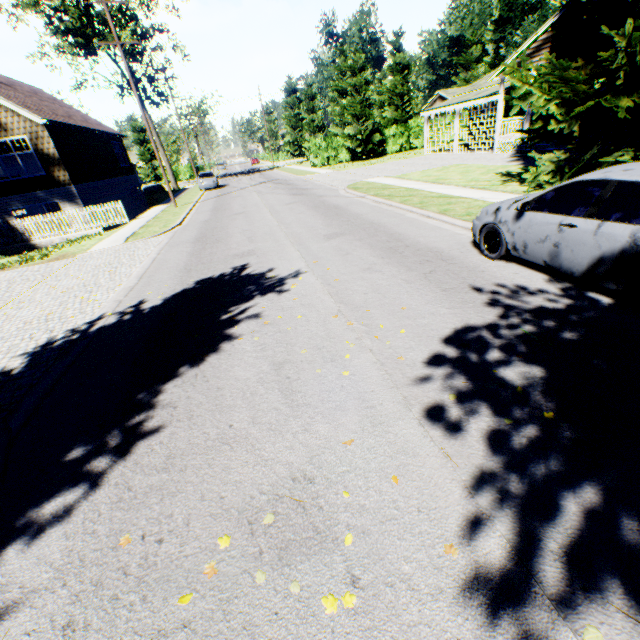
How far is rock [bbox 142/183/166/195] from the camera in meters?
39.3 m

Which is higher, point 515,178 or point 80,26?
point 80,26

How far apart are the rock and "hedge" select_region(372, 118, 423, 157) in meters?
26.8 m

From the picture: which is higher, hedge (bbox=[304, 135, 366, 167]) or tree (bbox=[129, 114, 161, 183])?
tree (bbox=[129, 114, 161, 183])

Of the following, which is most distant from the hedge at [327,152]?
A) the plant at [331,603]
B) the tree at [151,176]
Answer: the plant at [331,603]

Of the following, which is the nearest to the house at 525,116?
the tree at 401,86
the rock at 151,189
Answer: the tree at 401,86

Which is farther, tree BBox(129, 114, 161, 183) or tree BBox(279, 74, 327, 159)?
tree BBox(129, 114, 161, 183)

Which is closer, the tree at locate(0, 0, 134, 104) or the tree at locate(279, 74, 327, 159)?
the tree at locate(0, 0, 134, 104)
